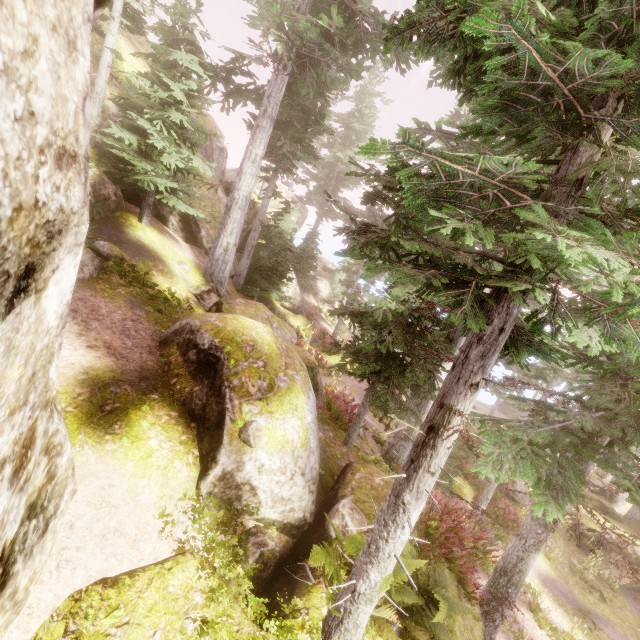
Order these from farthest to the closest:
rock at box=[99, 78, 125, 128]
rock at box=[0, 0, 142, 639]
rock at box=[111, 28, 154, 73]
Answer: rock at box=[111, 28, 154, 73] < rock at box=[99, 78, 125, 128] < rock at box=[0, 0, 142, 639]

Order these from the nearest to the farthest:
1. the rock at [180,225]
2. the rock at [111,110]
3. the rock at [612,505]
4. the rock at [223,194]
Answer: the rock at [111,110]
the rock at [180,225]
the rock at [223,194]
the rock at [612,505]

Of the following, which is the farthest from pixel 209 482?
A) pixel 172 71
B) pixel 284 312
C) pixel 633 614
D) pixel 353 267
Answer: pixel 633 614

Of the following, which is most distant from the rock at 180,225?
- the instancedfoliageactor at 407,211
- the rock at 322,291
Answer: the rock at 322,291

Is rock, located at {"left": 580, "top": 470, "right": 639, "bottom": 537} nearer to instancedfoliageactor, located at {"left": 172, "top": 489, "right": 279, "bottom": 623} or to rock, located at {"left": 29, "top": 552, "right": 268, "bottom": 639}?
instancedfoliageactor, located at {"left": 172, "top": 489, "right": 279, "bottom": 623}

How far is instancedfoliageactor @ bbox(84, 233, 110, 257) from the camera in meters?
7.7 m

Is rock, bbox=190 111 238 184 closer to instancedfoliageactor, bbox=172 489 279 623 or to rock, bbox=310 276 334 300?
instancedfoliageactor, bbox=172 489 279 623

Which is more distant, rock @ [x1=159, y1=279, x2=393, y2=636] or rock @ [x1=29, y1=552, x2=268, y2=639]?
rock @ [x1=159, y1=279, x2=393, y2=636]
